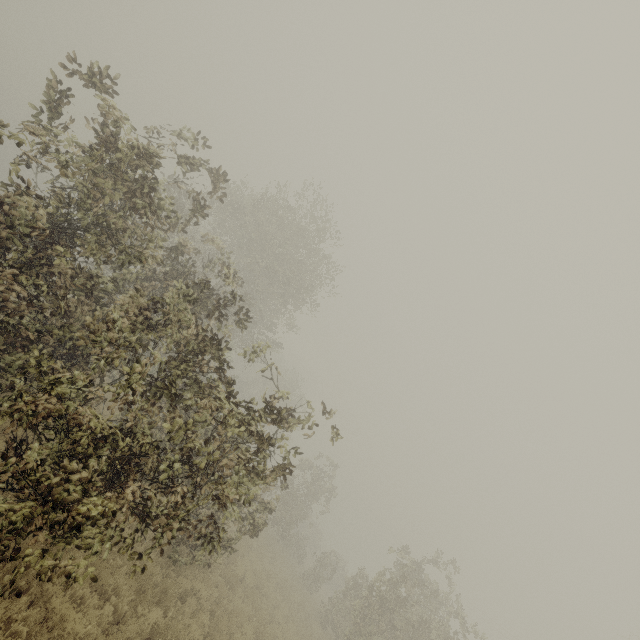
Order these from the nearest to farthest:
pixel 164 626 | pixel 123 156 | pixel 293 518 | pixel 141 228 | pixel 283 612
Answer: pixel 123 156, pixel 164 626, pixel 283 612, pixel 293 518, pixel 141 228
